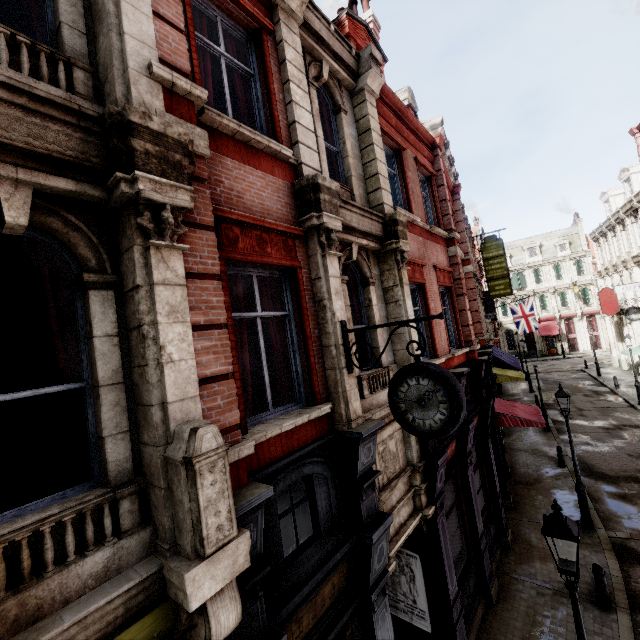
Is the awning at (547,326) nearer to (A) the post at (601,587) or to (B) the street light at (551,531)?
(A) the post at (601,587)

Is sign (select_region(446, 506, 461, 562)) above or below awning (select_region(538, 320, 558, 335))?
below

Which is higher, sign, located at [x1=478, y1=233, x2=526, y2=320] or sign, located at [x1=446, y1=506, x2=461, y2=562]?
sign, located at [x1=478, y1=233, x2=526, y2=320]

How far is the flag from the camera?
29.6m

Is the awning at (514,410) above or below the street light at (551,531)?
below

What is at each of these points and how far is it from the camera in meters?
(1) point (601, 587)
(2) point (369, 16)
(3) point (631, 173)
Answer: (1) post, 8.1
(2) chimney, 12.6
(3) roof window, 24.9

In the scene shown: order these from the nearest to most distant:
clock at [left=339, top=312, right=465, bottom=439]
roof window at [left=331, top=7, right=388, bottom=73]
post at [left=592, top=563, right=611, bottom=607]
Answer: clock at [left=339, top=312, right=465, bottom=439] → post at [left=592, top=563, right=611, bottom=607] → roof window at [left=331, top=7, right=388, bottom=73]

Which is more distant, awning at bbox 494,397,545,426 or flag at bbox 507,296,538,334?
flag at bbox 507,296,538,334
